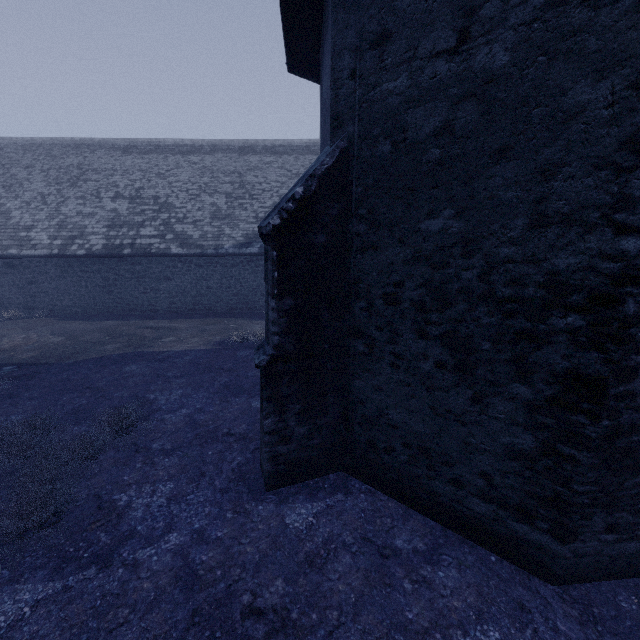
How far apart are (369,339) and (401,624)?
3.2 meters
